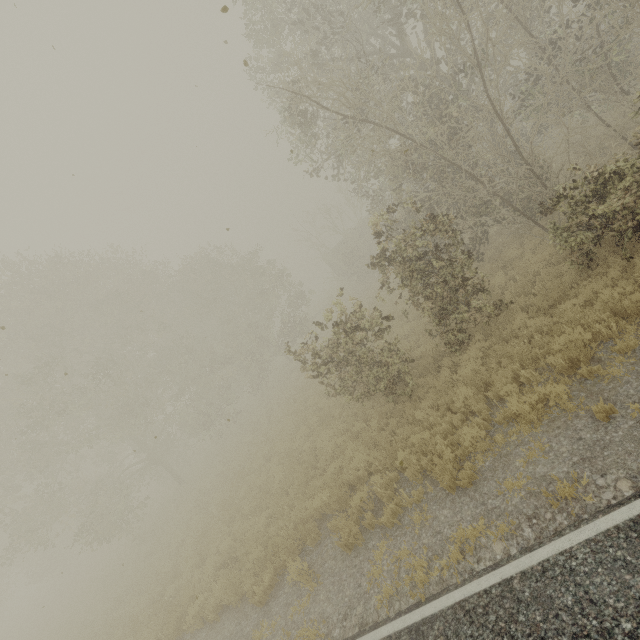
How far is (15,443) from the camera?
20.3m
